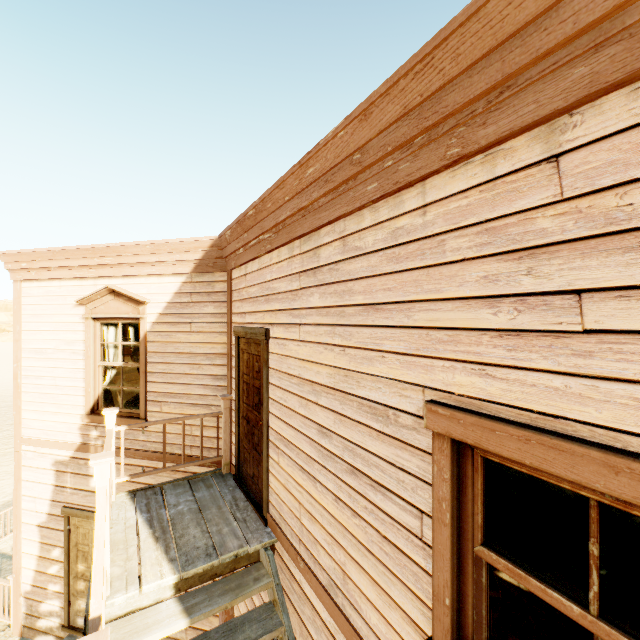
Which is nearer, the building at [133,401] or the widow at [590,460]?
the widow at [590,460]

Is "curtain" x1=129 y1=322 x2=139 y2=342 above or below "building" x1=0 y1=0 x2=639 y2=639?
above

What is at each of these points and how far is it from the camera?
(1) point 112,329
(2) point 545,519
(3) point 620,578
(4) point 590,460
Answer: (1) curtain, 5.7 meters
(2) curtain, 1.4 meters
(3) curtain, 1.2 meters
(4) widow, 1.0 meters

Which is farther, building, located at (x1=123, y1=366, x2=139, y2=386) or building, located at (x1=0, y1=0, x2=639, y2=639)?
building, located at (x1=123, y1=366, x2=139, y2=386)

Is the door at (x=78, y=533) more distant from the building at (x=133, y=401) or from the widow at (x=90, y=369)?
the widow at (x=90, y=369)

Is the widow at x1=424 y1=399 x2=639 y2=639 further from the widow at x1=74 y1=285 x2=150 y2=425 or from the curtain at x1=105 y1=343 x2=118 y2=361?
the curtain at x1=105 y1=343 x2=118 y2=361

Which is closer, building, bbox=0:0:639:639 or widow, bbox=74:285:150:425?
building, bbox=0:0:639:639

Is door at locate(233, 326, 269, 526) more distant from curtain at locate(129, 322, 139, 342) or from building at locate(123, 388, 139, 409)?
curtain at locate(129, 322, 139, 342)
